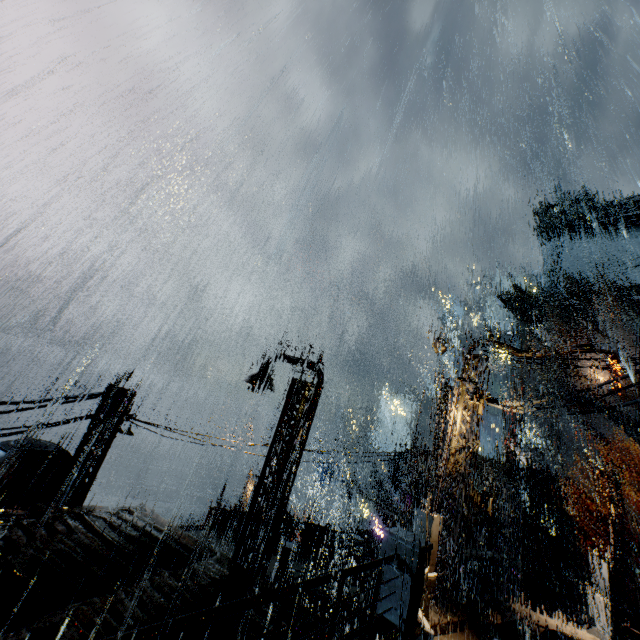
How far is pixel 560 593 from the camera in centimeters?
2772cm

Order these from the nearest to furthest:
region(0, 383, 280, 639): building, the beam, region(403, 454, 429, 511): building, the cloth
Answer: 1. region(0, 383, 280, 639): building
2. region(403, 454, 429, 511): building
3. the beam
4. the cloth

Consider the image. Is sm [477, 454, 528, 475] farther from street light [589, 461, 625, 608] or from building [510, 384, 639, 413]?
street light [589, 461, 625, 608]

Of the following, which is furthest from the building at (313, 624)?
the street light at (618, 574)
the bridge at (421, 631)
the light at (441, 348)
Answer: the street light at (618, 574)

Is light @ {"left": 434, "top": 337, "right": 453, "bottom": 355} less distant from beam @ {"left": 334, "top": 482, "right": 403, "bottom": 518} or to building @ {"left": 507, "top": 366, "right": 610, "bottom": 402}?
building @ {"left": 507, "top": 366, "right": 610, "bottom": 402}

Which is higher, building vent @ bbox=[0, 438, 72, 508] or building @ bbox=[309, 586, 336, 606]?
building vent @ bbox=[0, 438, 72, 508]

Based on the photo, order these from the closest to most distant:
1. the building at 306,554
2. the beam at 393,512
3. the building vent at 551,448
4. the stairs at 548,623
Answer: the stairs at 548,623 → the building at 306,554 → the beam at 393,512 → the building vent at 551,448

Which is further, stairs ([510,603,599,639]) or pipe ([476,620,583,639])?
stairs ([510,603,599,639])
